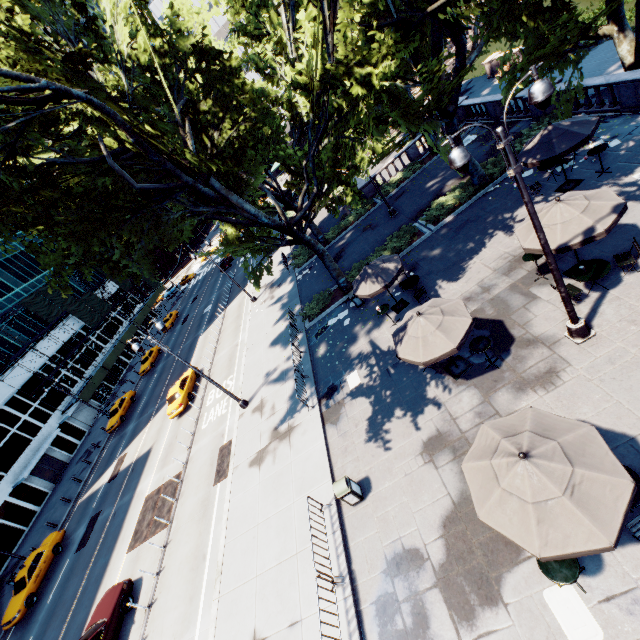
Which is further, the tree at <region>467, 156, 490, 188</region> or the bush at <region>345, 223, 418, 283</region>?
the bush at <region>345, 223, 418, 283</region>

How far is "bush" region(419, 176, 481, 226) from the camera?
19.0 meters

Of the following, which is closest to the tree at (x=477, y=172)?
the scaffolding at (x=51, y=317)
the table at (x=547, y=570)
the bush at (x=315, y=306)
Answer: the bush at (x=315, y=306)

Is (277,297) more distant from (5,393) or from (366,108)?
(5,393)

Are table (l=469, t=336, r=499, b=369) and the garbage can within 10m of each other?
yes

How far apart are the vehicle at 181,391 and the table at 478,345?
21.7 meters

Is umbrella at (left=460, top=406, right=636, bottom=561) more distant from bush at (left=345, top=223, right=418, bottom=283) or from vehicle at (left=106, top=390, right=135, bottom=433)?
vehicle at (left=106, top=390, right=135, bottom=433)

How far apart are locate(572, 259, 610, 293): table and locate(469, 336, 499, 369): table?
3.20m
